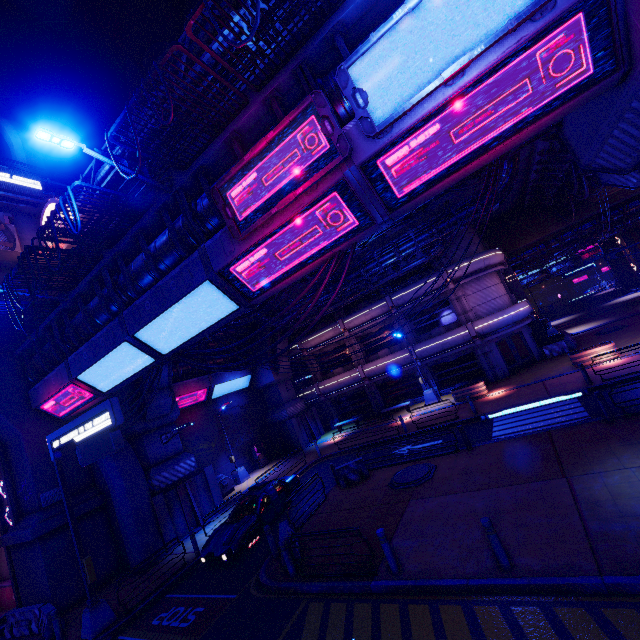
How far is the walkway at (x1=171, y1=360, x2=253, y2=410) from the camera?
24.0m

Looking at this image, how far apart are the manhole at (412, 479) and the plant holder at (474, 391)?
9.4m

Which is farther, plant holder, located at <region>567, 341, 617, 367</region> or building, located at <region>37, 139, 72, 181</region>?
building, located at <region>37, 139, 72, 181</region>

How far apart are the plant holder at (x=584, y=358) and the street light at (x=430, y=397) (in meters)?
8.79

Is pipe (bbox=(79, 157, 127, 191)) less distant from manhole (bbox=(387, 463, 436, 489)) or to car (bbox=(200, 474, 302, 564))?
car (bbox=(200, 474, 302, 564))

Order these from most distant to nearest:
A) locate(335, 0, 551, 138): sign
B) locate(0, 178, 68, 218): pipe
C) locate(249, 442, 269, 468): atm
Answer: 1. locate(249, 442, 269, 468): atm
2. locate(0, 178, 68, 218): pipe
3. locate(335, 0, 551, 138): sign

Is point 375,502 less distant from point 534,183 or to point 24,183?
point 534,183

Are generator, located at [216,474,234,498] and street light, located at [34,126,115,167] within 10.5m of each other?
no
